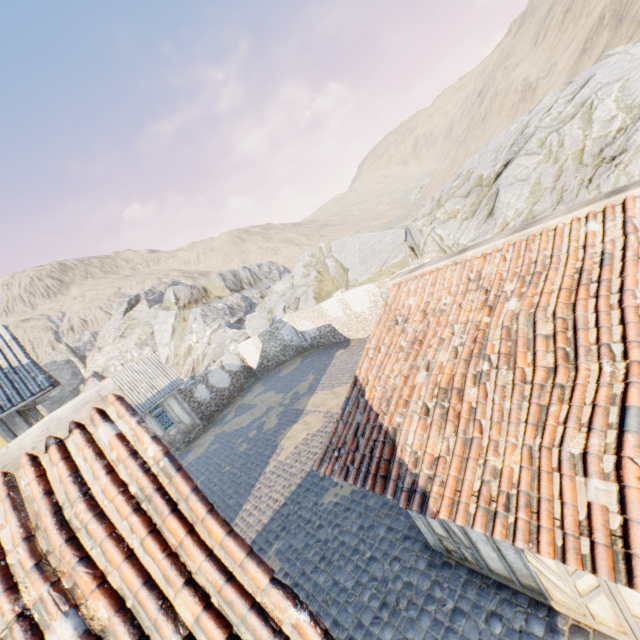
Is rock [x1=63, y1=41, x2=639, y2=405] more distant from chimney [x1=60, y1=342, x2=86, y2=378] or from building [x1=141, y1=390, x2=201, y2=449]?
building [x1=141, y1=390, x2=201, y2=449]

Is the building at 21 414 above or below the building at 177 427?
above

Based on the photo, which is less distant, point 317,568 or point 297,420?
point 317,568

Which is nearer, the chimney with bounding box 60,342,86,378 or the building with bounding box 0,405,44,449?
the building with bounding box 0,405,44,449

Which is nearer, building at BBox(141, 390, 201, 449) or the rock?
the rock

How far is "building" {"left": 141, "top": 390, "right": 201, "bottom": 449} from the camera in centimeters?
2073cm

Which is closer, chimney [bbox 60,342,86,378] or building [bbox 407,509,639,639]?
building [bbox 407,509,639,639]

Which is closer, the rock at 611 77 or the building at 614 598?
the building at 614 598
